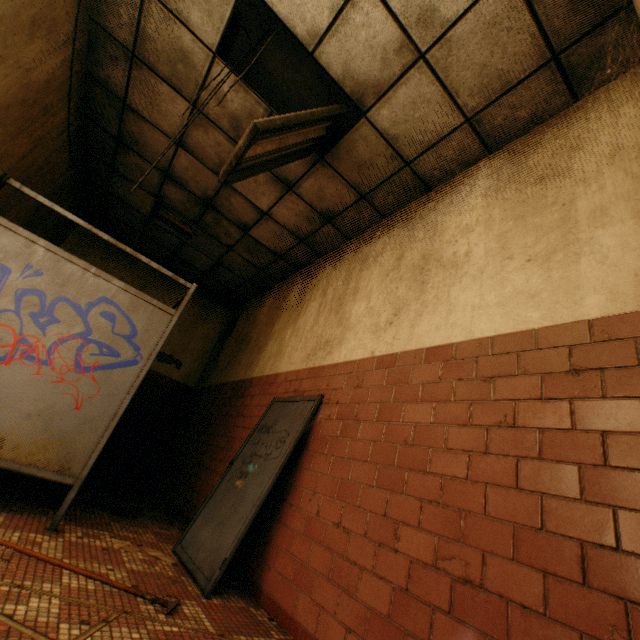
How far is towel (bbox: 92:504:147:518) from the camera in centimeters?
348cm

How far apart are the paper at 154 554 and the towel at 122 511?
0.84m

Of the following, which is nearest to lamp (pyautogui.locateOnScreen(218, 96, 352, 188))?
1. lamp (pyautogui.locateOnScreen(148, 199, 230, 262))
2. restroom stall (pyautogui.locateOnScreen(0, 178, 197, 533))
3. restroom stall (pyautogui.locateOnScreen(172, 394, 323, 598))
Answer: restroom stall (pyautogui.locateOnScreen(0, 178, 197, 533))

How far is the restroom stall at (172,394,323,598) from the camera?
2.4m

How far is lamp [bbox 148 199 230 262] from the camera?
5.3m

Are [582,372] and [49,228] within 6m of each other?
no

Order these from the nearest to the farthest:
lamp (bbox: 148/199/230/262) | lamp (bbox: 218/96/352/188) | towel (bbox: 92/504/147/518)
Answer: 1. lamp (bbox: 218/96/352/188)
2. towel (bbox: 92/504/147/518)
3. lamp (bbox: 148/199/230/262)

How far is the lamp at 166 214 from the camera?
5.3 meters
